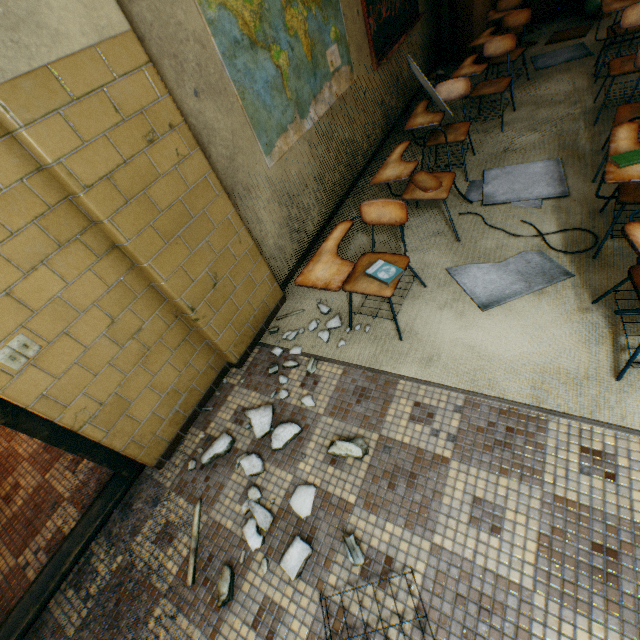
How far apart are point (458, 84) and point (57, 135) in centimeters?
338cm

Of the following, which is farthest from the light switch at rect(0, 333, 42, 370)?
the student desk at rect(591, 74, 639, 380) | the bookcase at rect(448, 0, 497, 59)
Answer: the bookcase at rect(448, 0, 497, 59)

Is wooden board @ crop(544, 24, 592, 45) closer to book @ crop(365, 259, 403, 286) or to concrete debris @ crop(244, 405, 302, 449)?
book @ crop(365, 259, 403, 286)

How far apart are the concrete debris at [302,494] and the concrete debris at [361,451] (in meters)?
0.19

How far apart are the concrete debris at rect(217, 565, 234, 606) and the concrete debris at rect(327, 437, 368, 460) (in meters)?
0.45

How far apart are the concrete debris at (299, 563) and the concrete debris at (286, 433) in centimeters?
49cm

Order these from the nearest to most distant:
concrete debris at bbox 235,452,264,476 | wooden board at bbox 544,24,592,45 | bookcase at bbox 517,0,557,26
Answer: concrete debris at bbox 235,452,264,476, wooden board at bbox 544,24,592,45, bookcase at bbox 517,0,557,26

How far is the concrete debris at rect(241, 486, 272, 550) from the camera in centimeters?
172cm
